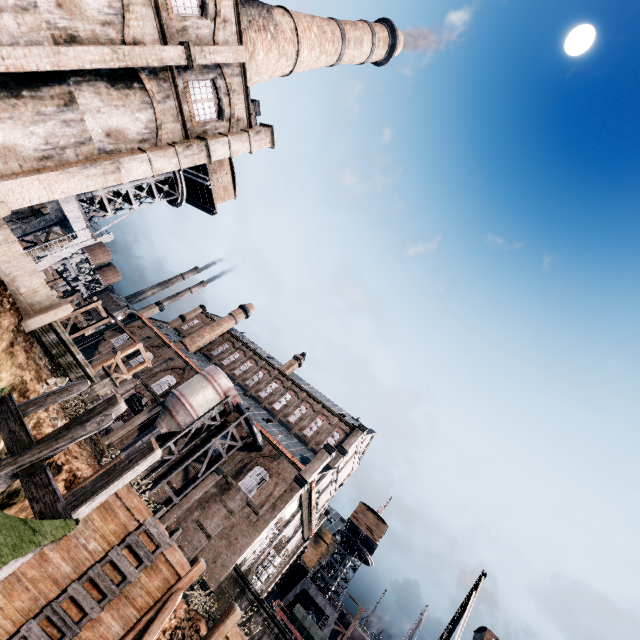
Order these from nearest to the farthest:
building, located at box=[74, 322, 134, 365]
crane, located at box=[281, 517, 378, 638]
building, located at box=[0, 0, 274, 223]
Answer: building, located at box=[0, 0, 274, 223]
crane, located at box=[281, 517, 378, 638]
building, located at box=[74, 322, 134, 365]

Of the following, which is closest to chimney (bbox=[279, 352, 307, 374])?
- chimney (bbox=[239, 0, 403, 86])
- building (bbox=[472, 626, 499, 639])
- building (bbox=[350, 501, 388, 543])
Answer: building (bbox=[350, 501, 388, 543])

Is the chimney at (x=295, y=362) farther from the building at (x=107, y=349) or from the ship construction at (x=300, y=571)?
the ship construction at (x=300, y=571)

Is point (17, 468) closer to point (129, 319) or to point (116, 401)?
point (116, 401)

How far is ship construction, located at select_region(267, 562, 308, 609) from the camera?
53.22m

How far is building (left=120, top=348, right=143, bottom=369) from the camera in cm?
4316

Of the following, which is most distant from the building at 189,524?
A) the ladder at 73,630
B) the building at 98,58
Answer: the ladder at 73,630

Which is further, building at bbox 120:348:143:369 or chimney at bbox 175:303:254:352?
chimney at bbox 175:303:254:352
